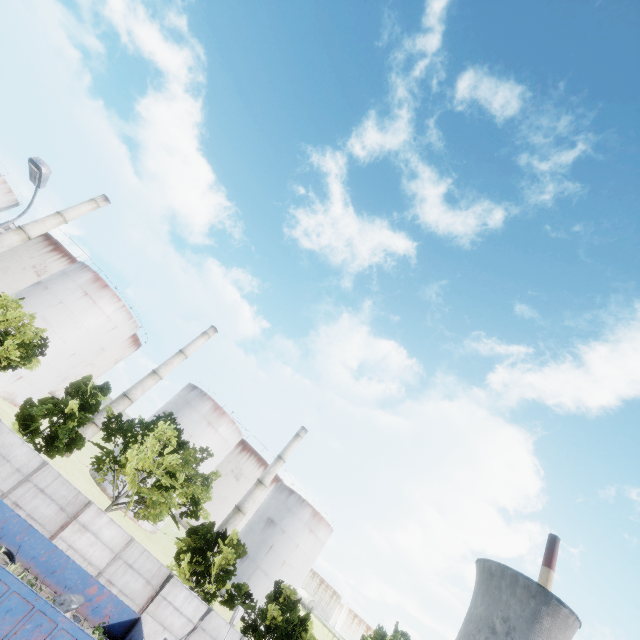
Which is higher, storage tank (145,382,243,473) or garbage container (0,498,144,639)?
storage tank (145,382,243,473)

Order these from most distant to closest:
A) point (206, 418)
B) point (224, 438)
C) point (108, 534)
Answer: point (224, 438) → point (206, 418) → point (108, 534)

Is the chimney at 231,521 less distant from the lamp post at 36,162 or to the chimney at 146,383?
the chimney at 146,383

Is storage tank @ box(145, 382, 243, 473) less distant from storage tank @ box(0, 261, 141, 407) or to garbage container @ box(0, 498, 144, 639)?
storage tank @ box(0, 261, 141, 407)

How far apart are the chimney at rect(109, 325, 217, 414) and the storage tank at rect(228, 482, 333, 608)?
28.55m

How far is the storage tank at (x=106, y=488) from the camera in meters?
40.9

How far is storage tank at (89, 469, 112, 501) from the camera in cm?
4089

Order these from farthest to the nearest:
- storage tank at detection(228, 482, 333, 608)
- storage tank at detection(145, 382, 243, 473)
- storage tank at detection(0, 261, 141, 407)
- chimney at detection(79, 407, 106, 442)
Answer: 1. storage tank at detection(228, 482, 333, 608)
2. storage tank at detection(145, 382, 243, 473)
3. chimney at detection(79, 407, 106, 442)
4. storage tank at detection(0, 261, 141, 407)
